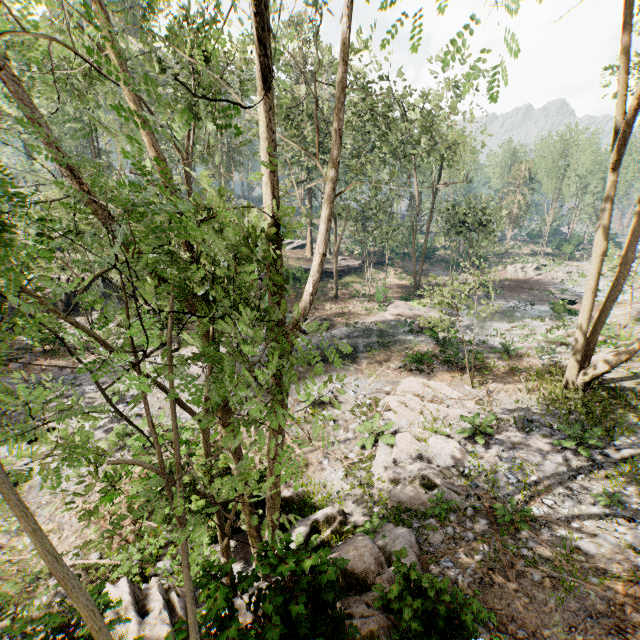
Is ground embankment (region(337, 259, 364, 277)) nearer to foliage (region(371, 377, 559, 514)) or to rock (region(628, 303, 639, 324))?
foliage (region(371, 377, 559, 514))

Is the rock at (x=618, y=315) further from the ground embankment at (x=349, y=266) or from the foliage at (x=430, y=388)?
the ground embankment at (x=349, y=266)

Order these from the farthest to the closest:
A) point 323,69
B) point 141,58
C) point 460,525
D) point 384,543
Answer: point 323,69
point 141,58
point 460,525
point 384,543

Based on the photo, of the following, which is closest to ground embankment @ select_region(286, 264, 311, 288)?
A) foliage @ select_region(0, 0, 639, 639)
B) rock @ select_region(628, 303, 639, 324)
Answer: foliage @ select_region(0, 0, 639, 639)

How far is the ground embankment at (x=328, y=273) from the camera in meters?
38.2

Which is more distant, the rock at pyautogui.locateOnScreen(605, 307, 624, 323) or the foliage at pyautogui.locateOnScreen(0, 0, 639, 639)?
the rock at pyautogui.locateOnScreen(605, 307, 624, 323)

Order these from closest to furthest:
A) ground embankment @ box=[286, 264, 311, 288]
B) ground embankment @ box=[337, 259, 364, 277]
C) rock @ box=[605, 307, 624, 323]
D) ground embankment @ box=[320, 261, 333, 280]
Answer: rock @ box=[605, 307, 624, 323], ground embankment @ box=[286, 264, 311, 288], ground embankment @ box=[320, 261, 333, 280], ground embankment @ box=[337, 259, 364, 277]
